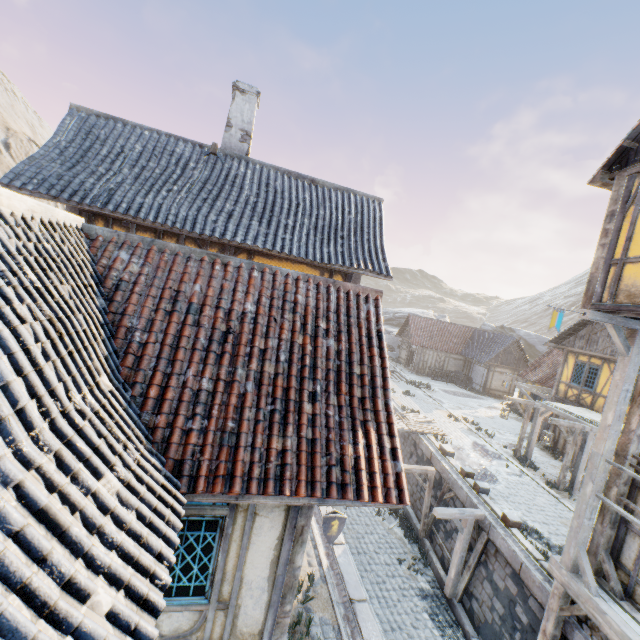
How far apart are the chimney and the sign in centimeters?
1042cm

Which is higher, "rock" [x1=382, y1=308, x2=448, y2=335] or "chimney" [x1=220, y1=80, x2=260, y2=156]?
"chimney" [x1=220, y1=80, x2=260, y2=156]

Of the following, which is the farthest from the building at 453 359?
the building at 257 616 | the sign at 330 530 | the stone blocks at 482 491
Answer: the sign at 330 530

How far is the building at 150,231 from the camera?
8.3 meters

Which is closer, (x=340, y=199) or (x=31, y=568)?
(x=31, y=568)

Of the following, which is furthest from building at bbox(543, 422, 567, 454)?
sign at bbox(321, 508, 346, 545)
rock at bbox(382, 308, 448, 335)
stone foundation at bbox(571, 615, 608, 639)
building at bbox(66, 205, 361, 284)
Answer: sign at bbox(321, 508, 346, 545)

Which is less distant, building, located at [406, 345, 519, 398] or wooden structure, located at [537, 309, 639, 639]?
wooden structure, located at [537, 309, 639, 639]

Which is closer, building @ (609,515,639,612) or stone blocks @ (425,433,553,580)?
building @ (609,515,639,612)
